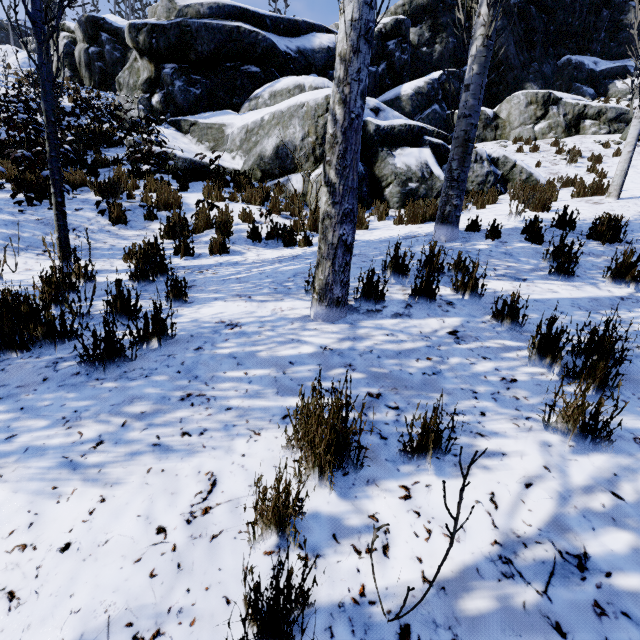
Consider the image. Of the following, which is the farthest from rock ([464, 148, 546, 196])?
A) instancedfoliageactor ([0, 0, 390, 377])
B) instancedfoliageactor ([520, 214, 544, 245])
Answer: instancedfoliageactor ([520, 214, 544, 245])

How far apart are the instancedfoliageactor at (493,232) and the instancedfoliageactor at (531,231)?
0.4m

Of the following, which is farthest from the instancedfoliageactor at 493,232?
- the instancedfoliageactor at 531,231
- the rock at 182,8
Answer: the rock at 182,8

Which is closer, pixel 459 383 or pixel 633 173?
pixel 459 383

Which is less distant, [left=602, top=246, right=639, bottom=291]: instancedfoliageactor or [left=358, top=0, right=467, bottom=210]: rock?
[left=602, top=246, right=639, bottom=291]: instancedfoliageactor

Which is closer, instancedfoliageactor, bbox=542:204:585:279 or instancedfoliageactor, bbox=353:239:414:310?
instancedfoliageactor, bbox=353:239:414:310

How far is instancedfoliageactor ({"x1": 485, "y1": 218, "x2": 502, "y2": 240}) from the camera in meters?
4.6

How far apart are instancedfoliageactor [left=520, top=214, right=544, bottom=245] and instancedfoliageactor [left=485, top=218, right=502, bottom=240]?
0.4m
